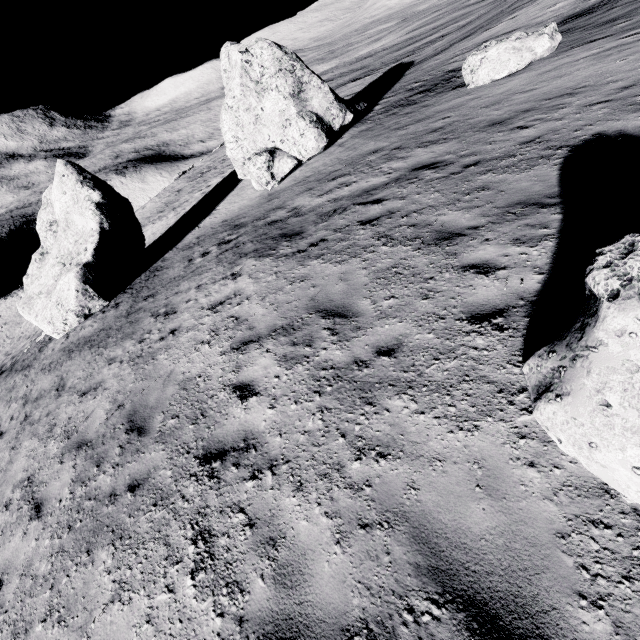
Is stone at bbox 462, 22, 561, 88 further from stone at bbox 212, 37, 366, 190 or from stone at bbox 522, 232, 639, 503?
stone at bbox 522, 232, 639, 503

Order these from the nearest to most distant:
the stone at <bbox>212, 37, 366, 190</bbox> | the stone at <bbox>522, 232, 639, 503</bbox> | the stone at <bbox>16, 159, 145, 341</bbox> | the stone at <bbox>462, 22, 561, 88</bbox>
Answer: the stone at <bbox>522, 232, 639, 503</bbox>, the stone at <bbox>462, 22, 561, 88</bbox>, the stone at <bbox>16, 159, 145, 341</bbox>, the stone at <bbox>212, 37, 366, 190</bbox>

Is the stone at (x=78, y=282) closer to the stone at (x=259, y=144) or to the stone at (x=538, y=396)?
the stone at (x=259, y=144)

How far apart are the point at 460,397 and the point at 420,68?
30.34m

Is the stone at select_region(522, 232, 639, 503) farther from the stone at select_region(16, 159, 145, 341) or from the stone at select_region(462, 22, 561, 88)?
the stone at select_region(16, 159, 145, 341)

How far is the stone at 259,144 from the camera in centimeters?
1502cm

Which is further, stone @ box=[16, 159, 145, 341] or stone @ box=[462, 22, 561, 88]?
stone @ box=[16, 159, 145, 341]

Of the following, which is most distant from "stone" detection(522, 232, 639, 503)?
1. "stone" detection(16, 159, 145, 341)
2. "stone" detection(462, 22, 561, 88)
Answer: "stone" detection(16, 159, 145, 341)
